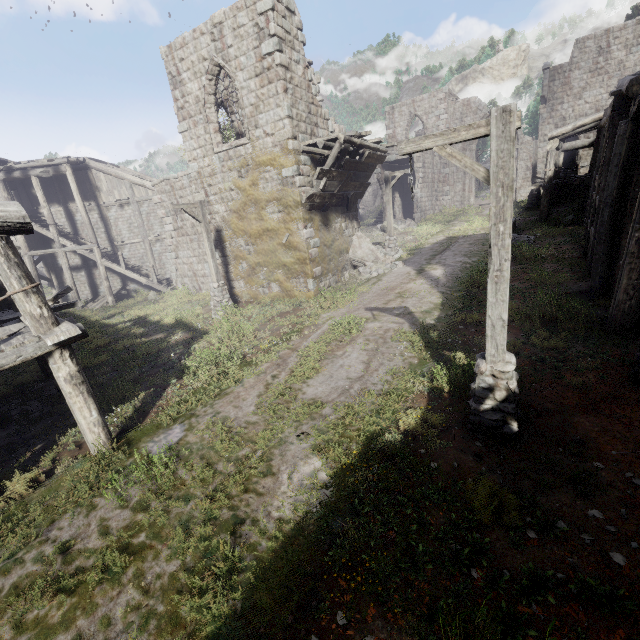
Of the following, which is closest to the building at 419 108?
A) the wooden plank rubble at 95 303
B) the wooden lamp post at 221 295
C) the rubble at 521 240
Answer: the wooden plank rubble at 95 303

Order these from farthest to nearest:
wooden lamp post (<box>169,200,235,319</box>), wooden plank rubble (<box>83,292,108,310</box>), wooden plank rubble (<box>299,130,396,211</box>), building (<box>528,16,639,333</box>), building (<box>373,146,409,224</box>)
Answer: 1. building (<box>373,146,409,224</box>)
2. wooden plank rubble (<box>83,292,108,310</box>)
3. wooden lamp post (<box>169,200,235,319</box>)
4. wooden plank rubble (<box>299,130,396,211</box>)
5. building (<box>528,16,639,333</box>)

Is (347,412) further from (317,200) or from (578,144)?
(578,144)

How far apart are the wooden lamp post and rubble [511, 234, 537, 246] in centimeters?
1413cm

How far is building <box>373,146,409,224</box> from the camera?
28.5 meters

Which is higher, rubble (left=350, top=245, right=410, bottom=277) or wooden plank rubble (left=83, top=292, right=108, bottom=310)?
rubble (left=350, top=245, right=410, bottom=277)

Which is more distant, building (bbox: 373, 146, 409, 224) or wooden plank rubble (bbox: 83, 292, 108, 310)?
building (bbox: 373, 146, 409, 224)

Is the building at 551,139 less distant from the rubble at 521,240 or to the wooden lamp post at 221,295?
the wooden lamp post at 221,295
